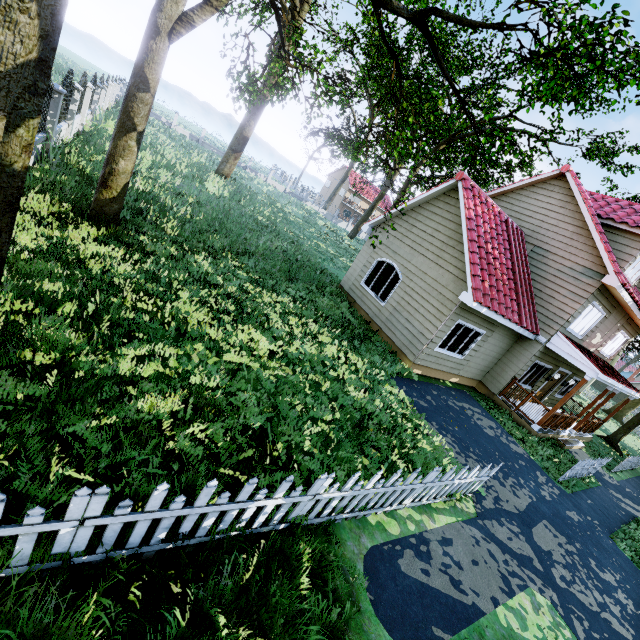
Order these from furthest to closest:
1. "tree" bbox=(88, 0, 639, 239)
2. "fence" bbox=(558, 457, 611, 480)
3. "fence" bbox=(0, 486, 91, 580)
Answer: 1. "fence" bbox=(558, 457, 611, 480)
2. "tree" bbox=(88, 0, 639, 239)
3. "fence" bbox=(0, 486, 91, 580)

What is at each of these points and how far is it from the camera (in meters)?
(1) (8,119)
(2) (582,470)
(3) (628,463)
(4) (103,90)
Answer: (1) tree, 2.85
(2) fence, 11.30
(3) fence, 15.62
(4) fence, 18.62

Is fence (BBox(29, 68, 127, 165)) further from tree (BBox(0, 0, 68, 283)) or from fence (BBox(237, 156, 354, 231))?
fence (BBox(237, 156, 354, 231))

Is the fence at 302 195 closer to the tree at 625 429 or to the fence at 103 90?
the tree at 625 429

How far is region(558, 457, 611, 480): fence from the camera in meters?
10.4 m

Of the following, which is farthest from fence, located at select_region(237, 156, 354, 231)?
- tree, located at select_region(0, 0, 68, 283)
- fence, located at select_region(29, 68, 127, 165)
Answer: fence, located at select_region(29, 68, 127, 165)
